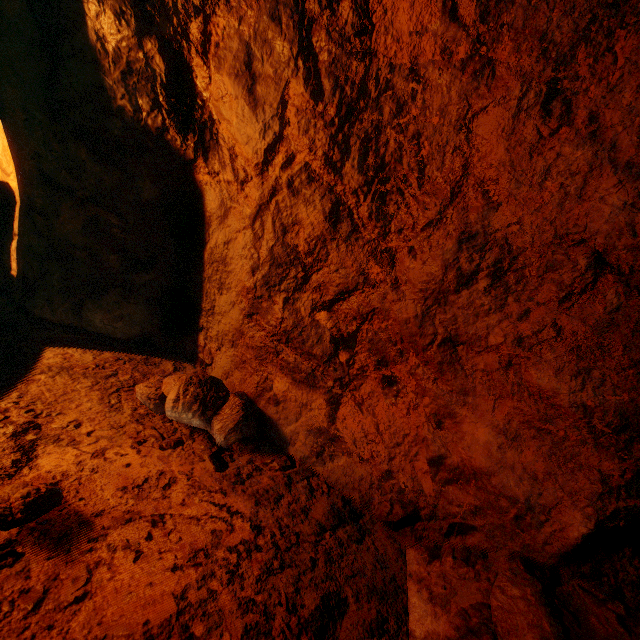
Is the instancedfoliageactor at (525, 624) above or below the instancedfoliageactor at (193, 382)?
above

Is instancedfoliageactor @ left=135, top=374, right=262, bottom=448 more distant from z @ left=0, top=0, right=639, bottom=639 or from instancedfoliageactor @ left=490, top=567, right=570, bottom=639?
instancedfoliageactor @ left=490, top=567, right=570, bottom=639

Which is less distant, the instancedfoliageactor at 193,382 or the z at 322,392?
the z at 322,392

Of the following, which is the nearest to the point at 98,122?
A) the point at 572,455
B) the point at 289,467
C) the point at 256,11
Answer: the point at 256,11

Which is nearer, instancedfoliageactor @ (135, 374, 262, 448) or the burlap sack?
the burlap sack

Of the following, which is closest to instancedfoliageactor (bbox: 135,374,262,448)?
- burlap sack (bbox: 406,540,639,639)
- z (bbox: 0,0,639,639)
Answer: z (bbox: 0,0,639,639)

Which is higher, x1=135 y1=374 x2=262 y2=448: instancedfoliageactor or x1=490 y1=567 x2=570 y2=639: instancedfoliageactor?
x1=490 y1=567 x2=570 y2=639: instancedfoliageactor

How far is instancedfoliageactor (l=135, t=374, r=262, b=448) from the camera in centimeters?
156cm
